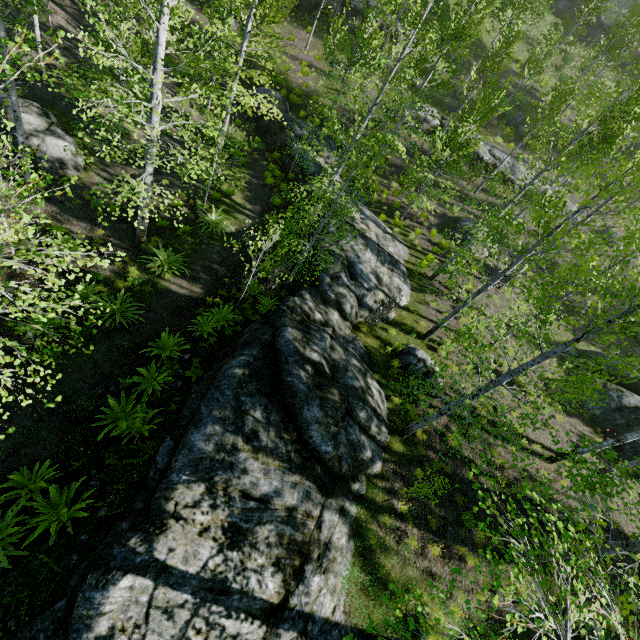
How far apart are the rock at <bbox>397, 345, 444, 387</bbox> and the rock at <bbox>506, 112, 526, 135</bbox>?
27.4m

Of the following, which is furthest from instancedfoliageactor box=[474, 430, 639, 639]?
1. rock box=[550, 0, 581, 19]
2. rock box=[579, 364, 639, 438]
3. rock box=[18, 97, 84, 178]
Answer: rock box=[550, 0, 581, 19]

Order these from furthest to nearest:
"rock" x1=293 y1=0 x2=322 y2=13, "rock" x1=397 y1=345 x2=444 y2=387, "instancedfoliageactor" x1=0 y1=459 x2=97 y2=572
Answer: "rock" x1=293 y1=0 x2=322 y2=13 < "rock" x1=397 y1=345 x2=444 y2=387 < "instancedfoliageactor" x1=0 y1=459 x2=97 y2=572

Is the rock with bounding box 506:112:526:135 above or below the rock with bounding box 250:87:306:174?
above

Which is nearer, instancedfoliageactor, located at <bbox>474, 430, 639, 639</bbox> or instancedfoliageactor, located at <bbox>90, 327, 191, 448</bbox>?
instancedfoliageactor, located at <bbox>474, 430, 639, 639</bbox>

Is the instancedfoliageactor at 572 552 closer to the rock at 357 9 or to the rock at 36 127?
the rock at 36 127

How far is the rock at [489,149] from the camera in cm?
2531

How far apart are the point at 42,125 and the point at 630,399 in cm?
2890
